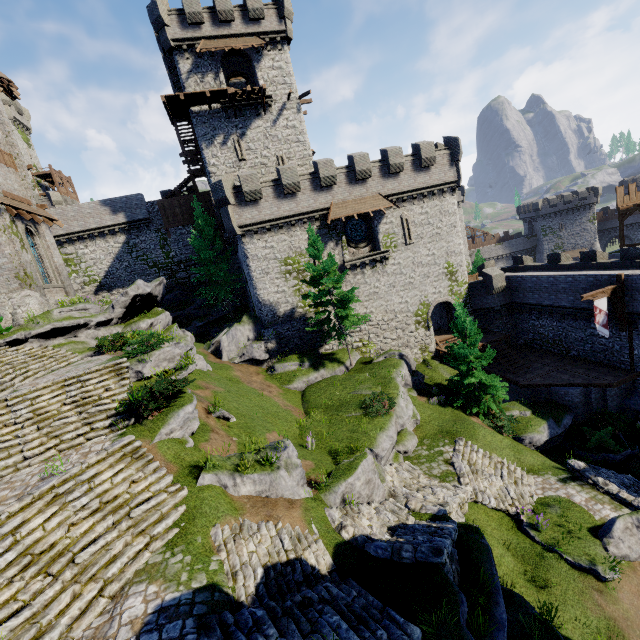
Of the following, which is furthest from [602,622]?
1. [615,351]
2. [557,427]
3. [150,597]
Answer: [615,351]

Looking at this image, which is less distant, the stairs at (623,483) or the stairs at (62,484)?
the stairs at (62,484)

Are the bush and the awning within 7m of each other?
no

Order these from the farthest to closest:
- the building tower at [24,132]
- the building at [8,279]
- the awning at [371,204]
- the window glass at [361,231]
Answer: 1. the building tower at [24,132]
2. the window glass at [361,231]
3. the awning at [371,204]
4. the building at [8,279]

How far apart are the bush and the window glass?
21.1m

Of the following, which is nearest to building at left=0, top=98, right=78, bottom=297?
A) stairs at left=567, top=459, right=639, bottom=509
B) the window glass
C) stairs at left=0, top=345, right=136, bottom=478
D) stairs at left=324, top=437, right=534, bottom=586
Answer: stairs at left=0, top=345, right=136, bottom=478

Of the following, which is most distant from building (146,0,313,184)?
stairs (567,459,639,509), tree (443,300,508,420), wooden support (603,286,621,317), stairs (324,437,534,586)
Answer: stairs (567,459,639,509)

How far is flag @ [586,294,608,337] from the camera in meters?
20.5
